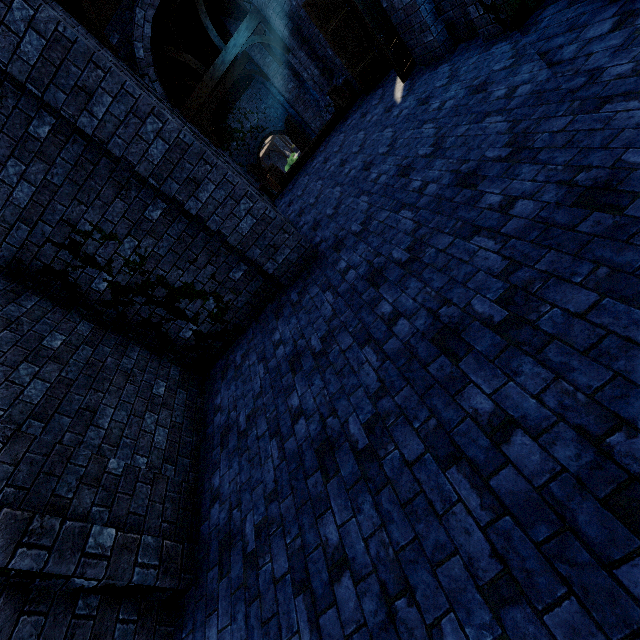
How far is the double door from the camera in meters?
19.3 m

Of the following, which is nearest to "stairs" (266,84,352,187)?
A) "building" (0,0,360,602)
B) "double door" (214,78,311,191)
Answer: "building" (0,0,360,602)

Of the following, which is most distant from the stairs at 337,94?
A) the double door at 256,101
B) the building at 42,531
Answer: the double door at 256,101

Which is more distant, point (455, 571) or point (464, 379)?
→ point (464, 379)

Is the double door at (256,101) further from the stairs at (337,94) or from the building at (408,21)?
the stairs at (337,94)

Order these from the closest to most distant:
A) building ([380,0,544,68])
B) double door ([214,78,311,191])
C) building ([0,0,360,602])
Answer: building ([0,0,360,602])
building ([380,0,544,68])
double door ([214,78,311,191])

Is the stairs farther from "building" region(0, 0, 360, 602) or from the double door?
the double door
